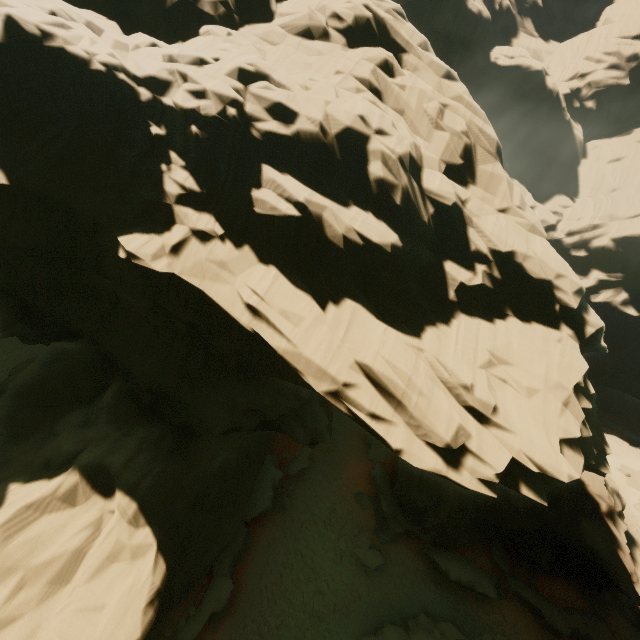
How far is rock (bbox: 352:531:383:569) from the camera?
19.7m

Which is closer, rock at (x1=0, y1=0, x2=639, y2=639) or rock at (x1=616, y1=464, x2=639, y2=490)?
rock at (x1=0, y1=0, x2=639, y2=639)

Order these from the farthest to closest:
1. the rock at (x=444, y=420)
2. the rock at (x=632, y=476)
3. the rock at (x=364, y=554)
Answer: the rock at (x=632, y=476) → the rock at (x=364, y=554) → the rock at (x=444, y=420)

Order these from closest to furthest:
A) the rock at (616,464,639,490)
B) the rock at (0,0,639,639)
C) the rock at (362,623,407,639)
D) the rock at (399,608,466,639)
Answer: the rock at (0,0,639,639), the rock at (362,623,407,639), the rock at (399,608,466,639), the rock at (616,464,639,490)

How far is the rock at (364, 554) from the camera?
19.7m

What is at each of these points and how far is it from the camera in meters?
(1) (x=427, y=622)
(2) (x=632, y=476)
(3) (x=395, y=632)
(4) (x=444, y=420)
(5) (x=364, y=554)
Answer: (1) rock, 17.2 m
(2) rock, 37.7 m
(3) rock, 16.5 m
(4) rock, 10.2 m
(5) rock, 20.1 m
